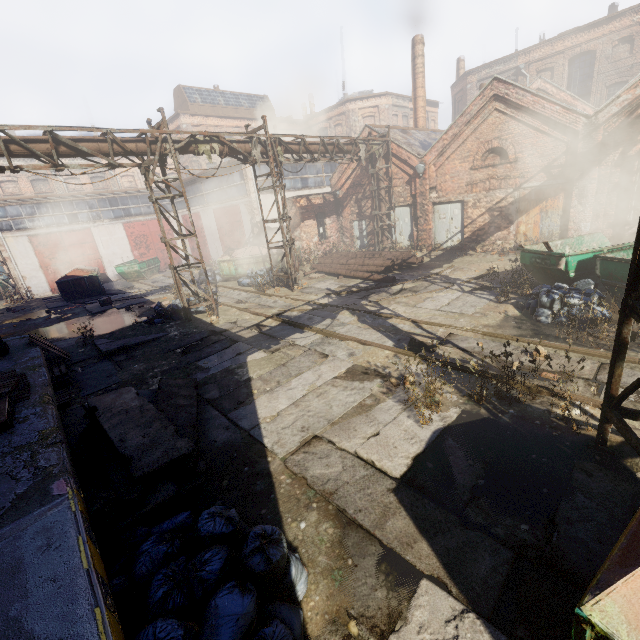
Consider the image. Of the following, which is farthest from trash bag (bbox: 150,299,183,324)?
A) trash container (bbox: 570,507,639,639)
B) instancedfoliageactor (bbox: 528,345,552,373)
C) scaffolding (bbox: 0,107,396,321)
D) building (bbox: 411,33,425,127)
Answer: building (bbox: 411,33,425,127)

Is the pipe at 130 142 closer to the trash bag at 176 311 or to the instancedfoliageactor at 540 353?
the instancedfoliageactor at 540 353

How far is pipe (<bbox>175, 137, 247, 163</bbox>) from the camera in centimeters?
1095cm

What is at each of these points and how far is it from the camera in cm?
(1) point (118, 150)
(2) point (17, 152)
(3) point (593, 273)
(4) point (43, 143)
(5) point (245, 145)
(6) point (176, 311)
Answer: (1) pipe, 971
(2) pipe, 829
(3) container, 916
(4) pipe, 854
(5) pipe, 1230
(6) trash bag, 1241

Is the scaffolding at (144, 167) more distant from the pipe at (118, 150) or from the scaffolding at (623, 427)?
the scaffolding at (623, 427)

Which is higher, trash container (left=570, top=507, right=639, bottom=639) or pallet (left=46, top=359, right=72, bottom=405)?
trash container (left=570, top=507, right=639, bottom=639)

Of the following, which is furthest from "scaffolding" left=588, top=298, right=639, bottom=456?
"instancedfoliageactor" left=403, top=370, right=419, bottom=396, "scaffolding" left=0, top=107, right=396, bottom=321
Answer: "scaffolding" left=0, top=107, right=396, bottom=321

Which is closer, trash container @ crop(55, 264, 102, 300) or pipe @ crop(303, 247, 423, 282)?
pipe @ crop(303, 247, 423, 282)
